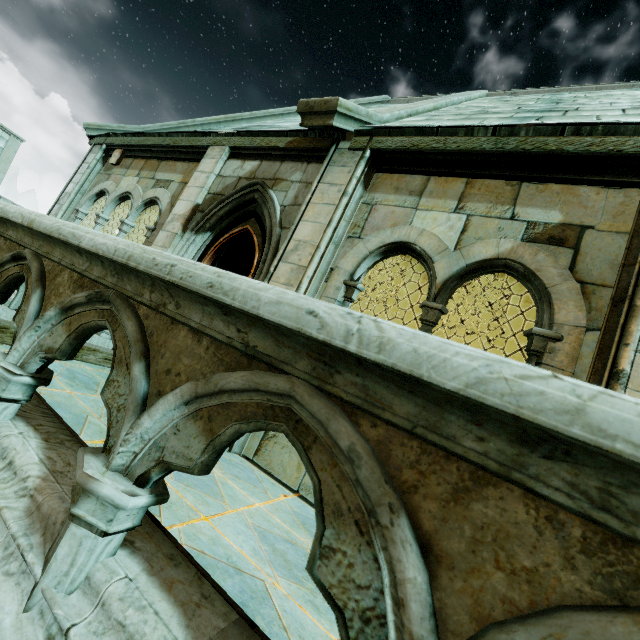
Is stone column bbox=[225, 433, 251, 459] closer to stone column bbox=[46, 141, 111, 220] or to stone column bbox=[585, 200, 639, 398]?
stone column bbox=[585, 200, 639, 398]

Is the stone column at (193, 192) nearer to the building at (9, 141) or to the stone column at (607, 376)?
the stone column at (607, 376)

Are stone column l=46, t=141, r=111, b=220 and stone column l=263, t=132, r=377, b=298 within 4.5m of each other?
no

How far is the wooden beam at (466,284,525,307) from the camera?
14.10m

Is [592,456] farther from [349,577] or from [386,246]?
[386,246]

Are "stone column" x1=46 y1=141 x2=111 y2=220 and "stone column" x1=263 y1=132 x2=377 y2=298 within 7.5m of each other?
yes

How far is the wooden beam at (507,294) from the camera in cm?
1410

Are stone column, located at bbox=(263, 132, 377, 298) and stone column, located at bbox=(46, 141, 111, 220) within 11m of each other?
yes
